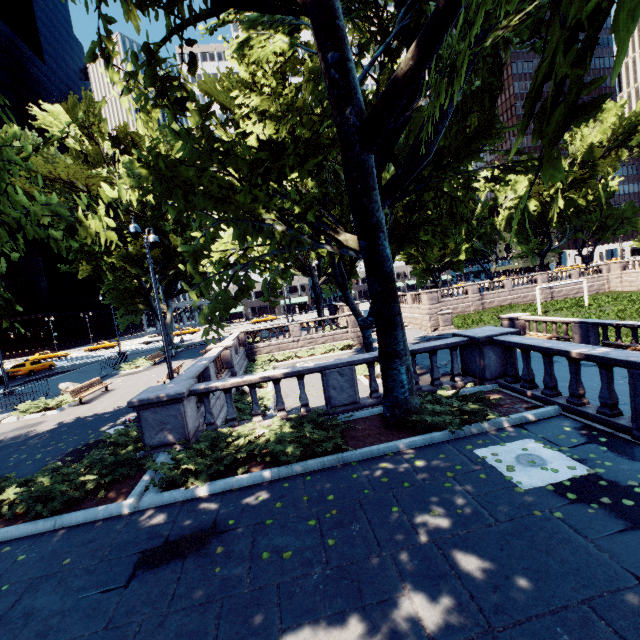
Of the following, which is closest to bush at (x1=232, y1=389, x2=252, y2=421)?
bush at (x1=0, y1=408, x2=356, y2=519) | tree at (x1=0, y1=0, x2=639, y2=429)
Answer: bush at (x1=0, y1=408, x2=356, y2=519)

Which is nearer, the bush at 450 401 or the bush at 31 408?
the bush at 450 401

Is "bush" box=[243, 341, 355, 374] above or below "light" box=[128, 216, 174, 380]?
below

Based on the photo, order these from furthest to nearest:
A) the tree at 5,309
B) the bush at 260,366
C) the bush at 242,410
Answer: the bush at 260,366 < the bush at 242,410 < the tree at 5,309

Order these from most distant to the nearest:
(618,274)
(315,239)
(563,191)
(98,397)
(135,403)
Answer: (563,191), (618,274), (315,239), (98,397), (135,403)

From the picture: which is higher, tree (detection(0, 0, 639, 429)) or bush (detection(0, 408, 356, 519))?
tree (detection(0, 0, 639, 429))

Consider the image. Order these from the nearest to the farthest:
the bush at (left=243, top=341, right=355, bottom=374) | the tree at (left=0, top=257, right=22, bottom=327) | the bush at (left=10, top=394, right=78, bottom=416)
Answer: the tree at (left=0, top=257, right=22, bottom=327) → the bush at (left=10, top=394, right=78, bottom=416) → the bush at (left=243, top=341, right=355, bottom=374)
